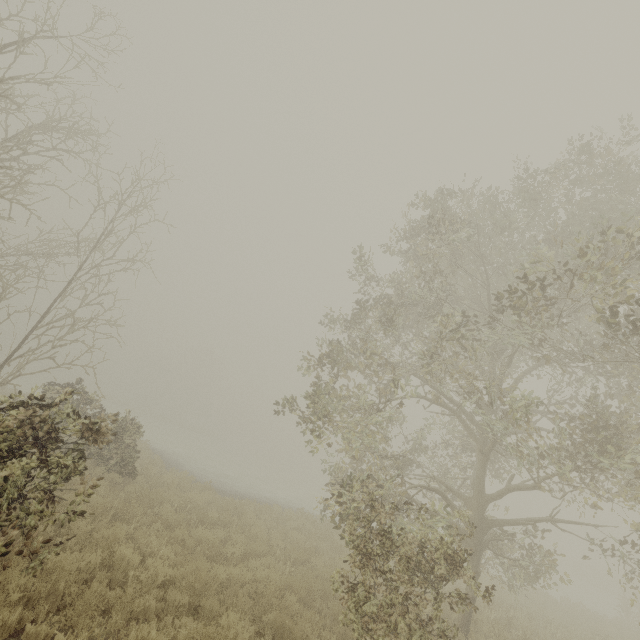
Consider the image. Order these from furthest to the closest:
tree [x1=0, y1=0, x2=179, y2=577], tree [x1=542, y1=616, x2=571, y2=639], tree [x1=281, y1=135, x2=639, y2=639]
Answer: tree [x1=542, y1=616, x2=571, y2=639], tree [x1=281, y1=135, x2=639, y2=639], tree [x1=0, y1=0, x2=179, y2=577]

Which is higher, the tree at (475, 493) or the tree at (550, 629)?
the tree at (475, 493)

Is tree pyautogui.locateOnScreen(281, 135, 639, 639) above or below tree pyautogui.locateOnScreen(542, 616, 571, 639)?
above

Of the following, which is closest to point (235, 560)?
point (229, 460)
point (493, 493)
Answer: point (493, 493)

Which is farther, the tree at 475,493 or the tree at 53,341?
the tree at 475,493

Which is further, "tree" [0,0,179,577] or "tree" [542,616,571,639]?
"tree" [542,616,571,639]

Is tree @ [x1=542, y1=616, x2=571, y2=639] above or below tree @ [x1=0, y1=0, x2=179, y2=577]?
below

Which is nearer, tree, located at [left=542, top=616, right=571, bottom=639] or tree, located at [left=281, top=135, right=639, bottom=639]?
tree, located at [left=281, top=135, right=639, bottom=639]
